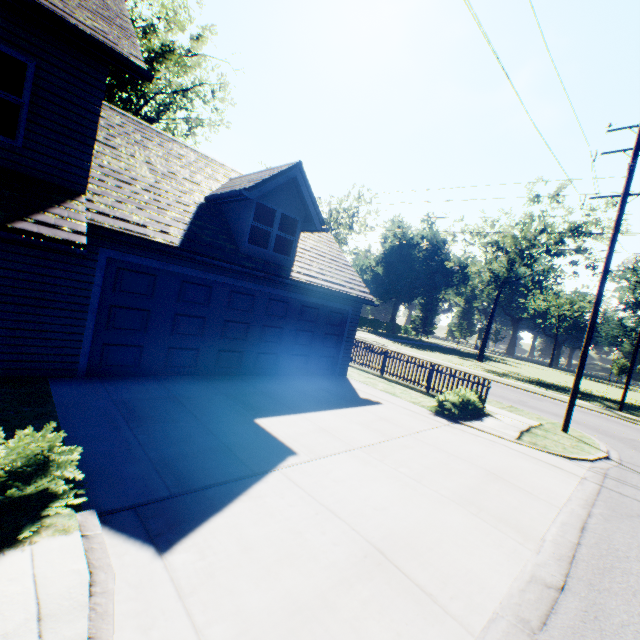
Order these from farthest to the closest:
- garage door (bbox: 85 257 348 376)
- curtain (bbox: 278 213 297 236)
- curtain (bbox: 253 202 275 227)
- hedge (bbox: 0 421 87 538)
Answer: curtain (bbox: 278 213 297 236), curtain (bbox: 253 202 275 227), garage door (bbox: 85 257 348 376), hedge (bbox: 0 421 87 538)

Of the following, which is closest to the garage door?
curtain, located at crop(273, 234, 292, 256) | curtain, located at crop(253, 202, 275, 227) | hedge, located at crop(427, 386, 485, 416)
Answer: curtain, located at crop(273, 234, 292, 256)

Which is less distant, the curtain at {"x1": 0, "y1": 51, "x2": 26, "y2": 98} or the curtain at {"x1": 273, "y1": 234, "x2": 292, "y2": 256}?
the curtain at {"x1": 0, "y1": 51, "x2": 26, "y2": 98}

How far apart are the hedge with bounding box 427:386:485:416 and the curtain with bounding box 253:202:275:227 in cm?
812

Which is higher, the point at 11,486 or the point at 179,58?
the point at 179,58

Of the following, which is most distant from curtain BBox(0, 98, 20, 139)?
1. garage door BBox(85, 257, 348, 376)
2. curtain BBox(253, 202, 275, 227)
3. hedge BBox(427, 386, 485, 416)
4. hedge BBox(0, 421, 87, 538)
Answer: hedge BBox(427, 386, 485, 416)

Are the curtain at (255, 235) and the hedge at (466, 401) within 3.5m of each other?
no

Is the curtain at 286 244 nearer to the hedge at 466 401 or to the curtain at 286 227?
the curtain at 286 227
